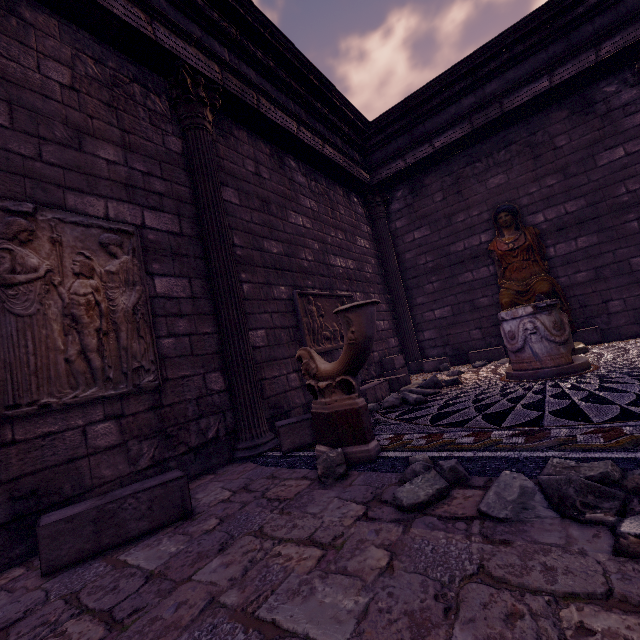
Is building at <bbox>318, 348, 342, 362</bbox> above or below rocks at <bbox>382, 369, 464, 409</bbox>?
above

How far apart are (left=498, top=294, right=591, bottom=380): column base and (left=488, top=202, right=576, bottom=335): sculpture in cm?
90

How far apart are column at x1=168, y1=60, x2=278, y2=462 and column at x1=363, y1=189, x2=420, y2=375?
4.73m

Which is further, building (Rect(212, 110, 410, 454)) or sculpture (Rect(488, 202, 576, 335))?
sculpture (Rect(488, 202, 576, 335))

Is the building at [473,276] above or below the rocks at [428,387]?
above

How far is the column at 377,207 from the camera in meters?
8.2

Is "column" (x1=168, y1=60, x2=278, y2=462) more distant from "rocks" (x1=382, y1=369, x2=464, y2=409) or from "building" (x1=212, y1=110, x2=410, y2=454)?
"rocks" (x1=382, y1=369, x2=464, y2=409)

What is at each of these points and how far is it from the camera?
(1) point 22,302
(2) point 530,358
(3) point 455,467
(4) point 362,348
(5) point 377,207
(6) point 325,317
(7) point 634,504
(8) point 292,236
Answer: (1) relief sculpture, 2.4m
(2) column base, 4.1m
(3) rocks, 2.0m
(4) sculpture, 2.6m
(5) column, 8.5m
(6) relief sculpture, 5.9m
(7) building, 1.4m
(8) building, 5.7m
